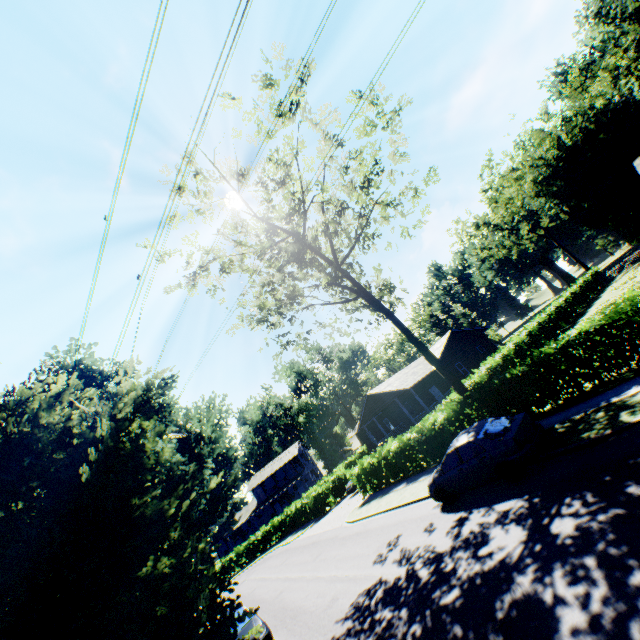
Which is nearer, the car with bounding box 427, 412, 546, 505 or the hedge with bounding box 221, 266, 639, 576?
the car with bounding box 427, 412, 546, 505

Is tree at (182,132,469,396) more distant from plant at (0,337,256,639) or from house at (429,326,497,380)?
plant at (0,337,256,639)

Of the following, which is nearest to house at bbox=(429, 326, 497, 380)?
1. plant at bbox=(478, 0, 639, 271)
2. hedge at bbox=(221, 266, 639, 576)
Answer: hedge at bbox=(221, 266, 639, 576)

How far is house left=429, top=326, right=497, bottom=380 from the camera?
33.62m

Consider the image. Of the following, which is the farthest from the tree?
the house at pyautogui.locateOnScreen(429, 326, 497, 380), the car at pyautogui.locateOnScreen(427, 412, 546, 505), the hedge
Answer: the house at pyautogui.locateOnScreen(429, 326, 497, 380)

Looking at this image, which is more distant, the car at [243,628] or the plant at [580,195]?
the plant at [580,195]

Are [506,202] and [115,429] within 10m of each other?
no

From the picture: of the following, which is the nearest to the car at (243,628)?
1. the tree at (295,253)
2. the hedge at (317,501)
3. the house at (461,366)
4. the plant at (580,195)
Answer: the plant at (580,195)
